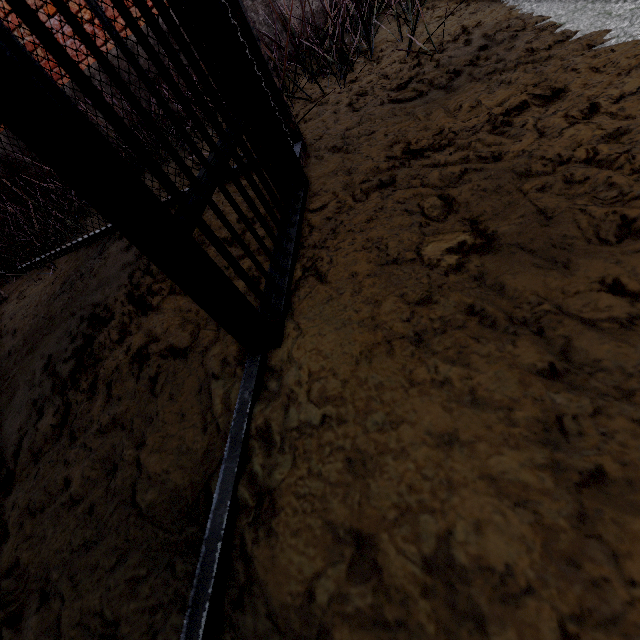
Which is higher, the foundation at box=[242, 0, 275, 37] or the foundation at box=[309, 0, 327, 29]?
the foundation at box=[242, 0, 275, 37]

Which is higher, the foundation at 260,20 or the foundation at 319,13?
the foundation at 260,20

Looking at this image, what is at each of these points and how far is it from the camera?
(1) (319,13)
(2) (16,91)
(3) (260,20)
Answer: (1) foundation, 3.6 meters
(2) metal bar, 0.5 meters
(3) foundation, 3.7 meters

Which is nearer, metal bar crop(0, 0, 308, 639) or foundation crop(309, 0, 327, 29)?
metal bar crop(0, 0, 308, 639)

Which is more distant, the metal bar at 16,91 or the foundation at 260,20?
the foundation at 260,20
